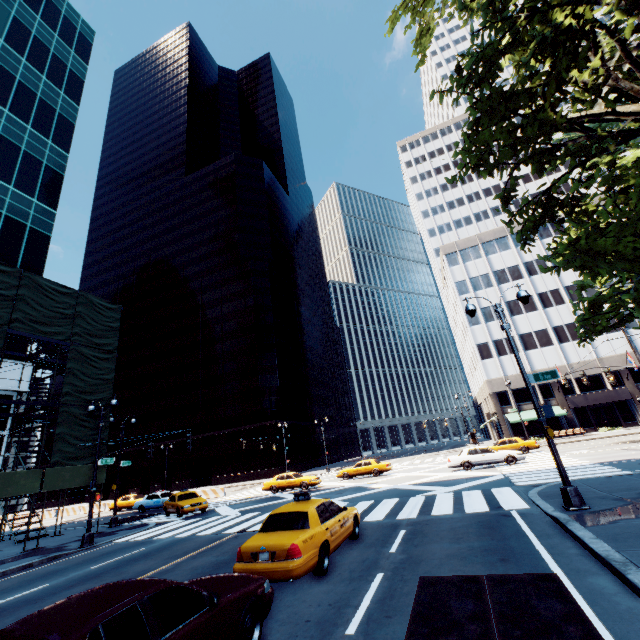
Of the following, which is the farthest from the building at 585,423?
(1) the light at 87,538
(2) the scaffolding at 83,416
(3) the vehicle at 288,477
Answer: (2) the scaffolding at 83,416

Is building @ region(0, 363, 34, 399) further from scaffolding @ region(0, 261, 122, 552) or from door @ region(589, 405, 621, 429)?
door @ region(589, 405, 621, 429)

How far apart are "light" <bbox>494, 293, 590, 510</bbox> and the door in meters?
43.0

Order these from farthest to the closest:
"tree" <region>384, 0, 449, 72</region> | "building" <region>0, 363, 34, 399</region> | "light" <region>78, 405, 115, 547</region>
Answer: "building" <region>0, 363, 34, 399</region> → "light" <region>78, 405, 115, 547</region> → "tree" <region>384, 0, 449, 72</region>

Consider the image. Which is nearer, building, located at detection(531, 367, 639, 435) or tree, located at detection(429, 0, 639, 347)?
tree, located at detection(429, 0, 639, 347)

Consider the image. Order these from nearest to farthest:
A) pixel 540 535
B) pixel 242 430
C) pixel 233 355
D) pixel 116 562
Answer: A:
1. pixel 540 535
2. pixel 116 562
3. pixel 242 430
4. pixel 233 355

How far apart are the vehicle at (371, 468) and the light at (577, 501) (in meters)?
20.40

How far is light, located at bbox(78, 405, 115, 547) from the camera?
16.27m
